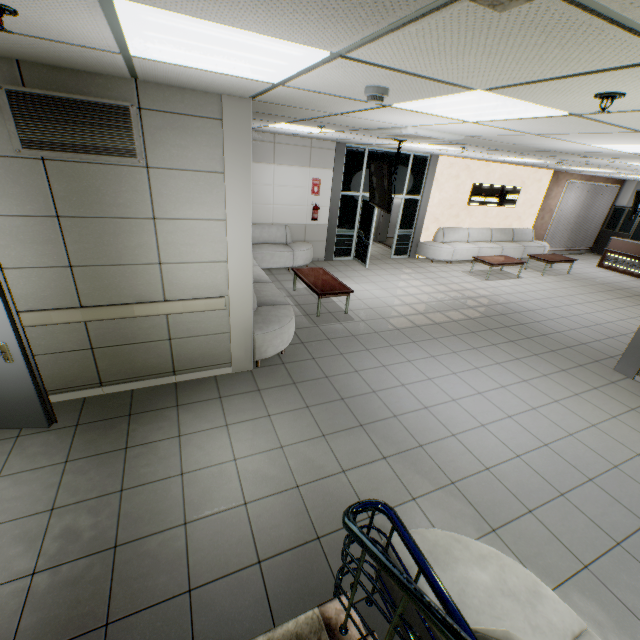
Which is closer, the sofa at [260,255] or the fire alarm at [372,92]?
the fire alarm at [372,92]

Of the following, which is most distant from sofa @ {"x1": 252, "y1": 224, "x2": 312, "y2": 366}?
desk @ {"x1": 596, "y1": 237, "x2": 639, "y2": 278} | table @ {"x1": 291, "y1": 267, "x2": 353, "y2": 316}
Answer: desk @ {"x1": 596, "y1": 237, "x2": 639, "y2": 278}

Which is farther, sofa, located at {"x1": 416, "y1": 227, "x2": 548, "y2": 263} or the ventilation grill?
sofa, located at {"x1": 416, "y1": 227, "x2": 548, "y2": 263}

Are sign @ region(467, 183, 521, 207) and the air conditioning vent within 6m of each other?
no

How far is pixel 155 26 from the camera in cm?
147

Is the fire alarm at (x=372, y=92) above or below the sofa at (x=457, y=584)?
above

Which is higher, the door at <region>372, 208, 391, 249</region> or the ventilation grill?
the ventilation grill

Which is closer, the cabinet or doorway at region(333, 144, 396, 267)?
doorway at region(333, 144, 396, 267)
